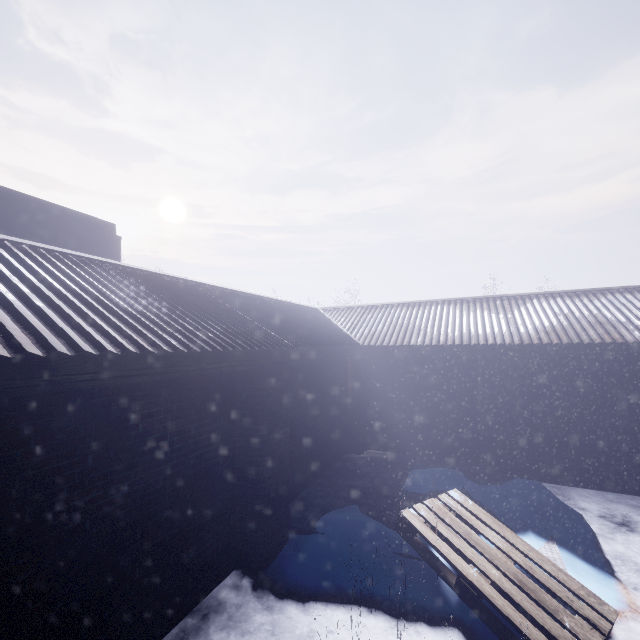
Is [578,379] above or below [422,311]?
below
